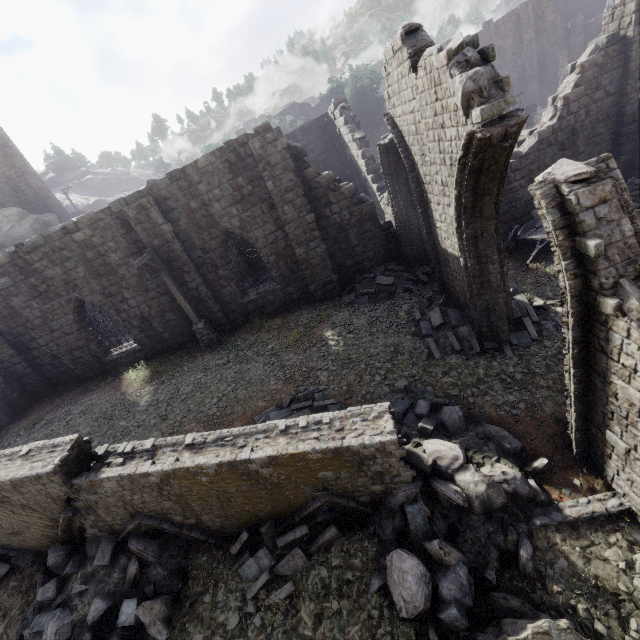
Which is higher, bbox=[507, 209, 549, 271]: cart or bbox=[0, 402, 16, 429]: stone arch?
bbox=[0, 402, 16, 429]: stone arch

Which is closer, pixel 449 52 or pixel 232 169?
pixel 449 52

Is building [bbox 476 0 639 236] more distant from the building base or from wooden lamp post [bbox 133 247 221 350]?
the building base

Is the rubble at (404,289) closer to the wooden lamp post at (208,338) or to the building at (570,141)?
the building at (570,141)

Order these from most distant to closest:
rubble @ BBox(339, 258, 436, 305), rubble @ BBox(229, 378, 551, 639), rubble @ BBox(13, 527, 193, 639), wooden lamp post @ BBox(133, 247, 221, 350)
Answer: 1. rubble @ BBox(339, 258, 436, 305)
2. wooden lamp post @ BBox(133, 247, 221, 350)
3. rubble @ BBox(13, 527, 193, 639)
4. rubble @ BBox(229, 378, 551, 639)

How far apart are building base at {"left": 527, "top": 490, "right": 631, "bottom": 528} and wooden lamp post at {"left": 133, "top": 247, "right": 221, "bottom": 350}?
11.9 meters

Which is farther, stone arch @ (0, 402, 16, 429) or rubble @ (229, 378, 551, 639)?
stone arch @ (0, 402, 16, 429)

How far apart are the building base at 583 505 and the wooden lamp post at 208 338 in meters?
11.9
